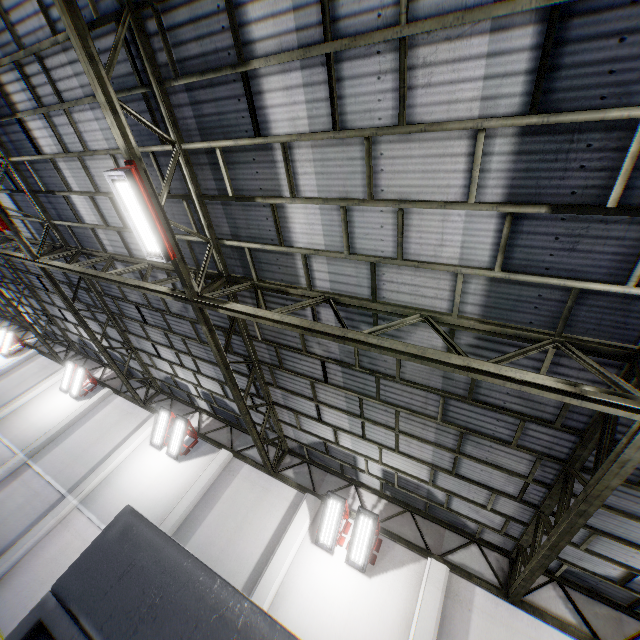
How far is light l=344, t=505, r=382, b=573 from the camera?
8.9 meters

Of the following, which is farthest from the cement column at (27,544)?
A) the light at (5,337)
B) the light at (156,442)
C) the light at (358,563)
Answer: the light at (5,337)

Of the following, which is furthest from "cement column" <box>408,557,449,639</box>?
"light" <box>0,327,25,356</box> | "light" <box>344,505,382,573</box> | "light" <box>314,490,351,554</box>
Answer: "light" <box>0,327,25,356</box>

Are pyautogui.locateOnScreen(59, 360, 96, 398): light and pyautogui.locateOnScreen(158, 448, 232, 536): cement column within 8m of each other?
no

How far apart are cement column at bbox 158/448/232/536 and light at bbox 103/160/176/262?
8.6 meters

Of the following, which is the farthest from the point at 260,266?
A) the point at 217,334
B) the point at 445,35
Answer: the point at 445,35

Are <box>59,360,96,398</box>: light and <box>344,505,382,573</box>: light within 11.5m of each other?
no

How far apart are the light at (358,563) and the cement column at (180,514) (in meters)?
5.10
